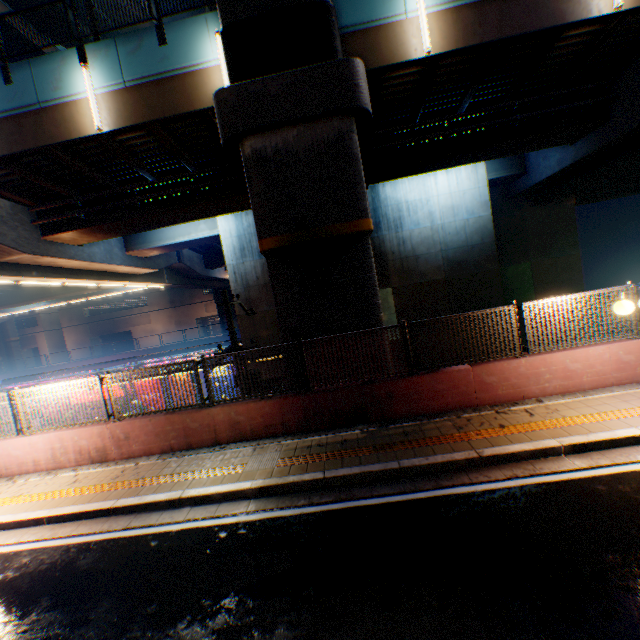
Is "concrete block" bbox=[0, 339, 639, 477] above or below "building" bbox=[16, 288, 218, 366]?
below

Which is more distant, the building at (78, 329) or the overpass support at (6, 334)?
the building at (78, 329)

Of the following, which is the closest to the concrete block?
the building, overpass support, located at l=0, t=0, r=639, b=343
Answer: overpass support, located at l=0, t=0, r=639, b=343

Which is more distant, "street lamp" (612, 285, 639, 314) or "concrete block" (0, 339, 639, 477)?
"concrete block" (0, 339, 639, 477)

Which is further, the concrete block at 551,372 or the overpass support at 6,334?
the overpass support at 6,334

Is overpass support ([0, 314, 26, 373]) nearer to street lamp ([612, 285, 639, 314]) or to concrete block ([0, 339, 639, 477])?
concrete block ([0, 339, 639, 477])

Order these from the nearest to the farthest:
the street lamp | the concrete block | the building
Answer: the street lamp, the concrete block, the building

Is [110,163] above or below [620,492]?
above
